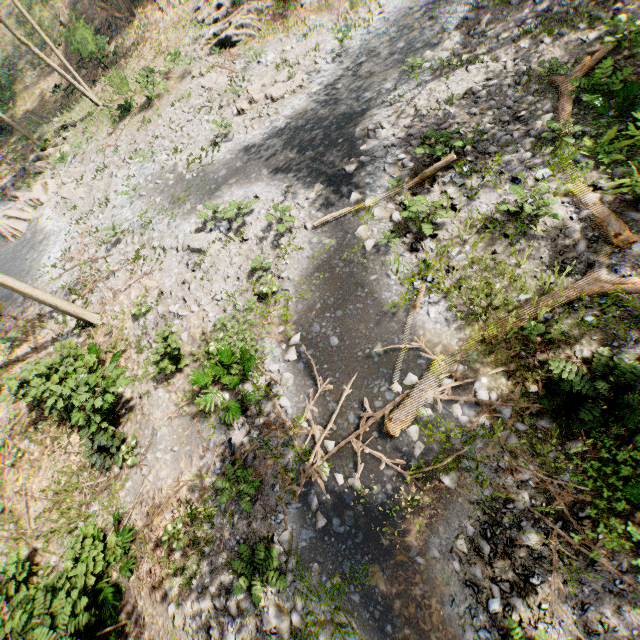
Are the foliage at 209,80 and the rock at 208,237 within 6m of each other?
no

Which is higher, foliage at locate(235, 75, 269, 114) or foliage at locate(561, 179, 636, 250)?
foliage at locate(235, 75, 269, 114)

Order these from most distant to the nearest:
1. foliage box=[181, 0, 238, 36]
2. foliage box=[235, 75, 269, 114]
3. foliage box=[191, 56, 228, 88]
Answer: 1. foliage box=[181, 0, 238, 36]
2. foliage box=[191, 56, 228, 88]
3. foliage box=[235, 75, 269, 114]

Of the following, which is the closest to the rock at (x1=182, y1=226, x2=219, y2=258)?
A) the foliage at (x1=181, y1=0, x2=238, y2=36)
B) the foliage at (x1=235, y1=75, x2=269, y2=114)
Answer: the foliage at (x1=181, y1=0, x2=238, y2=36)

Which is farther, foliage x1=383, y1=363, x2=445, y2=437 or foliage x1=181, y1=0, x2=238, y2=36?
foliage x1=181, y1=0, x2=238, y2=36

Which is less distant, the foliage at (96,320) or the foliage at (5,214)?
the foliage at (96,320)

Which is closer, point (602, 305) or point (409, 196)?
point (602, 305)
